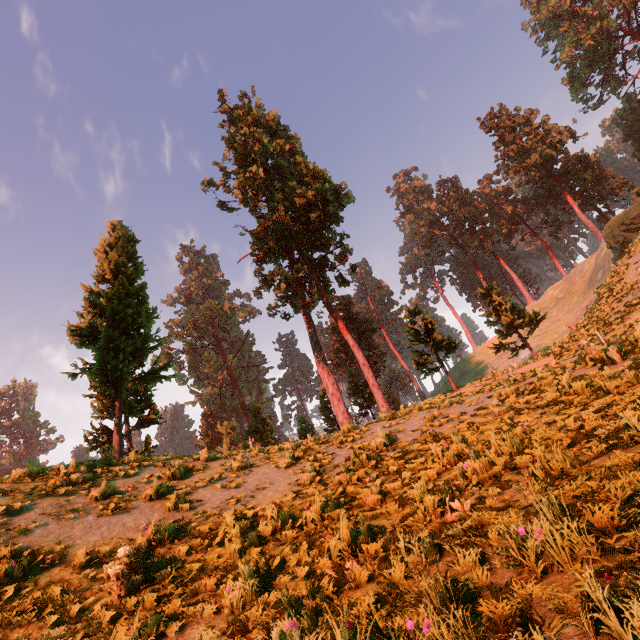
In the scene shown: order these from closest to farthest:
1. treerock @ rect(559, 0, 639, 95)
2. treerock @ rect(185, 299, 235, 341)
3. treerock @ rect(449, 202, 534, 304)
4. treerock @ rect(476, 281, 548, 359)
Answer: treerock @ rect(476, 281, 548, 359), treerock @ rect(559, 0, 639, 95), treerock @ rect(449, 202, 534, 304), treerock @ rect(185, 299, 235, 341)

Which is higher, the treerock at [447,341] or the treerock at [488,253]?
the treerock at [488,253]

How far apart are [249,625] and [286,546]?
1.9 meters

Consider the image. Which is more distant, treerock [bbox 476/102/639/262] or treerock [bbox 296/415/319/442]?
treerock [bbox 476/102/639/262]

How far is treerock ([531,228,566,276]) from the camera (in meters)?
56.34

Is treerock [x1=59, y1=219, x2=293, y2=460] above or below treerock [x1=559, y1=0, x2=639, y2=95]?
below

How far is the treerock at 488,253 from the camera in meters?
53.9
